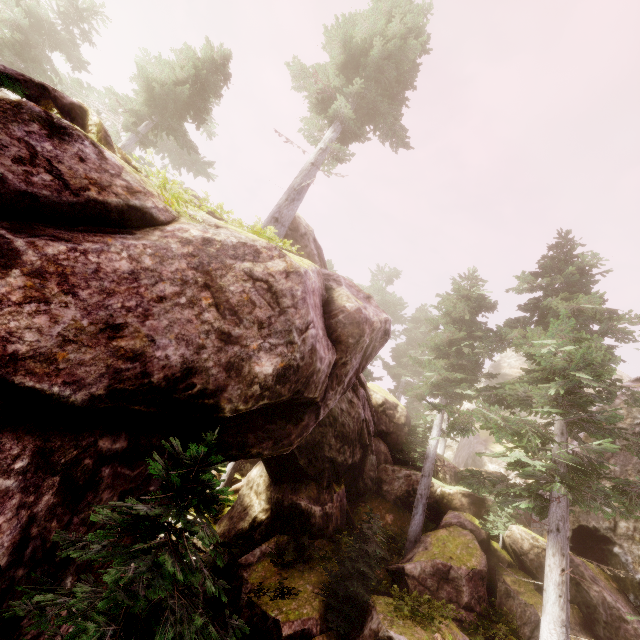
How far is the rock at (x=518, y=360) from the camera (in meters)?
37.86

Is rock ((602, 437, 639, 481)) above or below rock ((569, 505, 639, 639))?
above

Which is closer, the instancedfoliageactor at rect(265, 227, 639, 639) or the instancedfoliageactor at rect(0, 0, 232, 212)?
the instancedfoliageactor at rect(265, 227, 639, 639)

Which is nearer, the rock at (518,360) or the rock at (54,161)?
the rock at (54,161)

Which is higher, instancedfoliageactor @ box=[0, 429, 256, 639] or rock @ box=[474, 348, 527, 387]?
rock @ box=[474, 348, 527, 387]

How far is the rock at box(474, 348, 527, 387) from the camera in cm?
3786

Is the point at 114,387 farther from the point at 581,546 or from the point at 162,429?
the point at 581,546

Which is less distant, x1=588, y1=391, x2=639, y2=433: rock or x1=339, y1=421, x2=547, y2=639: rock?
x1=339, y1=421, x2=547, y2=639: rock
